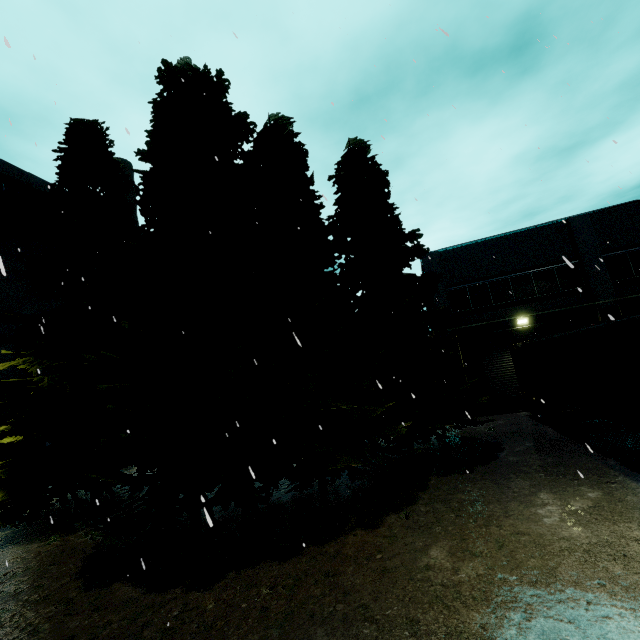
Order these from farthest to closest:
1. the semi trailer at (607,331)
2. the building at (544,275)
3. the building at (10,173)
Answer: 1. the building at (544,275)
2. the building at (10,173)
3. the semi trailer at (607,331)

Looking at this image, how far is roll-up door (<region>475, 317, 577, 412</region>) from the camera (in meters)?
17.89

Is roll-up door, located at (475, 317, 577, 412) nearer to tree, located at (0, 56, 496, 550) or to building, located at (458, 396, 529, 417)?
building, located at (458, 396, 529, 417)

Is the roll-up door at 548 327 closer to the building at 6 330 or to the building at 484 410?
the building at 484 410

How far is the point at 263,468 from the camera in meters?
7.5 m

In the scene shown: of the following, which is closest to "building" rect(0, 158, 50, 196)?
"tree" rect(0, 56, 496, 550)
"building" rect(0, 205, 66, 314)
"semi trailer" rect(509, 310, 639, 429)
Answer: "building" rect(0, 205, 66, 314)

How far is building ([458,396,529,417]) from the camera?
17.6m

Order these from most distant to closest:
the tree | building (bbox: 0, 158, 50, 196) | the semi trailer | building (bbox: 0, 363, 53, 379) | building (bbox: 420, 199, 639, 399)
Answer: building (bbox: 420, 199, 639, 399) → building (bbox: 0, 158, 50, 196) → building (bbox: 0, 363, 53, 379) → the tree → the semi trailer
